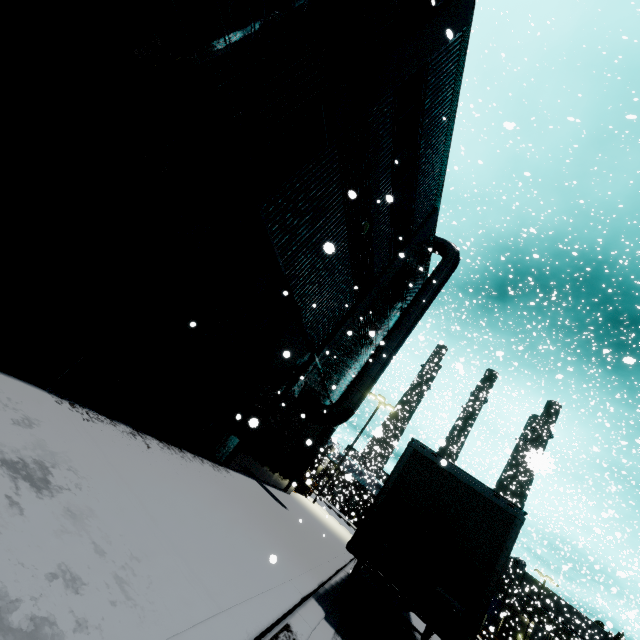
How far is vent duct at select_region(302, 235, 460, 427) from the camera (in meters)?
14.09

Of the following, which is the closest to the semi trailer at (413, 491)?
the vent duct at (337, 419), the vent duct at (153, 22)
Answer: the vent duct at (337, 419)

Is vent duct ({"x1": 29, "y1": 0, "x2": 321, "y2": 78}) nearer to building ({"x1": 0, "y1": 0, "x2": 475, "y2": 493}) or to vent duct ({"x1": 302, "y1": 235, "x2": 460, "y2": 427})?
building ({"x1": 0, "y1": 0, "x2": 475, "y2": 493})

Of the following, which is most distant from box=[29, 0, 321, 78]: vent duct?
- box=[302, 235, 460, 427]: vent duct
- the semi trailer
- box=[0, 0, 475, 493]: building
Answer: box=[302, 235, 460, 427]: vent duct

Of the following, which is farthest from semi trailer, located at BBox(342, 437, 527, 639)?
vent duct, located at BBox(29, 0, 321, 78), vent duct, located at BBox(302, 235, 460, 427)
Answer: vent duct, located at BBox(29, 0, 321, 78)

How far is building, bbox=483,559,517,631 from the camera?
42.25m

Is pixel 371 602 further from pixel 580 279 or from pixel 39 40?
pixel 580 279
